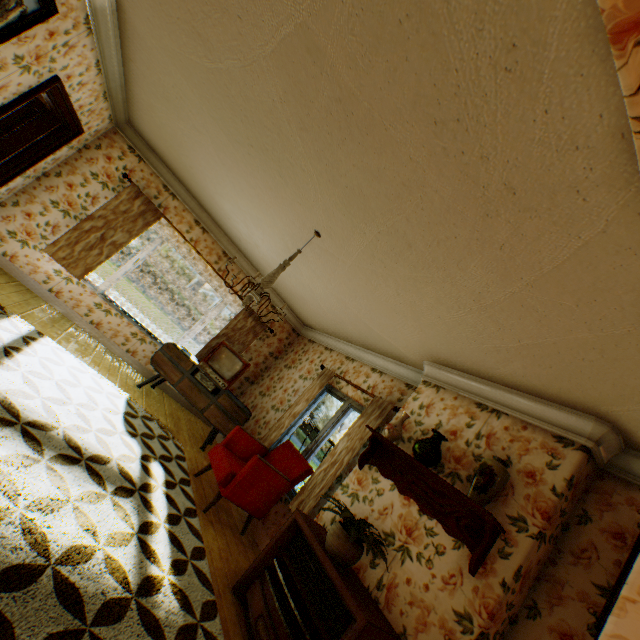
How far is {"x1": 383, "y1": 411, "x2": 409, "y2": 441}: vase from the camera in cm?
357

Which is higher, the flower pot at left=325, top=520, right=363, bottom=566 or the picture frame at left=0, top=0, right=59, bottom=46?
the picture frame at left=0, top=0, right=59, bottom=46

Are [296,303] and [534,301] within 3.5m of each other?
no

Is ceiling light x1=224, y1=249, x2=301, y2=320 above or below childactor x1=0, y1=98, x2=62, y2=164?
above

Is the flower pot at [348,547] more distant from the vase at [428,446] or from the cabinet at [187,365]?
the cabinet at [187,365]

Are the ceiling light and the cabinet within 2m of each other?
no

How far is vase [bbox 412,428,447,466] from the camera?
3.1m

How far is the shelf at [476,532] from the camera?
2.5m
